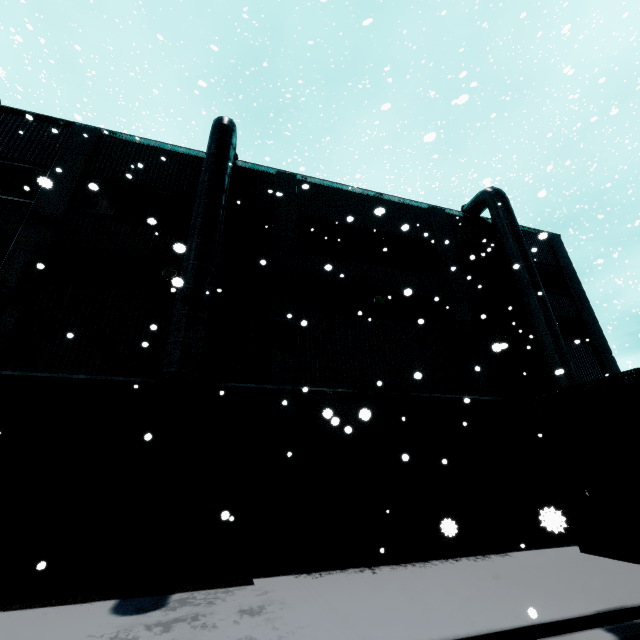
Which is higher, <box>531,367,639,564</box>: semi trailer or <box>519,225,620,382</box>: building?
<box>519,225,620,382</box>: building

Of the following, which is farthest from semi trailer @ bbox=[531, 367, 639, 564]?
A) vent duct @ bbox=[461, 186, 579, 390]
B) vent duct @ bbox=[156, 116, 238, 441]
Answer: vent duct @ bbox=[156, 116, 238, 441]

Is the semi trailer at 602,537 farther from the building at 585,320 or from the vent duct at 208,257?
the vent duct at 208,257

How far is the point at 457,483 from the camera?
10.9 meters

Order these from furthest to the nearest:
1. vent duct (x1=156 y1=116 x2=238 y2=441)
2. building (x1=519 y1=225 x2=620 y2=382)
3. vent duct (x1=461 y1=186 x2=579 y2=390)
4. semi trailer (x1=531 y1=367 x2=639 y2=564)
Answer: building (x1=519 y1=225 x2=620 y2=382) < vent duct (x1=461 y1=186 x2=579 y2=390) < vent duct (x1=156 y1=116 x2=238 y2=441) < semi trailer (x1=531 y1=367 x2=639 y2=564)

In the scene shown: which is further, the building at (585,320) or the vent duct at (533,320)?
the building at (585,320)

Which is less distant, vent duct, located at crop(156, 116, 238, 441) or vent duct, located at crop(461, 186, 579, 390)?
vent duct, located at crop(156, 116, 238, 441)

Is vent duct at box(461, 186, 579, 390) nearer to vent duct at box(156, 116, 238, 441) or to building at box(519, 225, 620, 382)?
building at box(519, 225, 620, 382)
